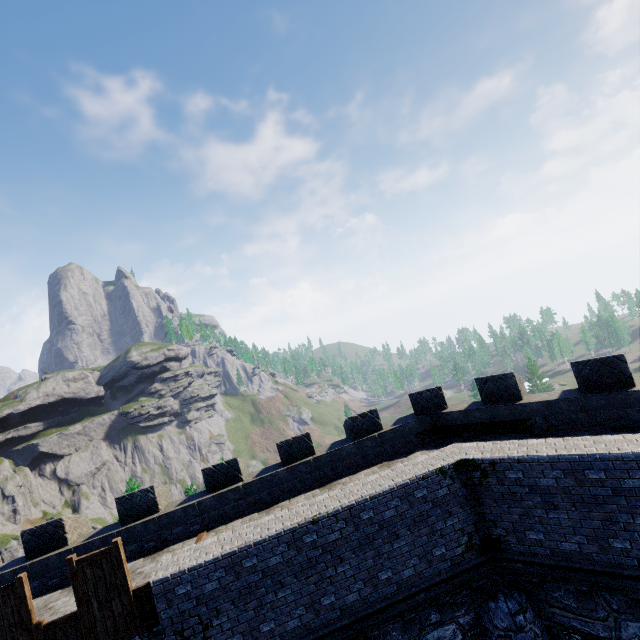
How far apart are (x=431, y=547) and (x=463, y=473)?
2.0m
